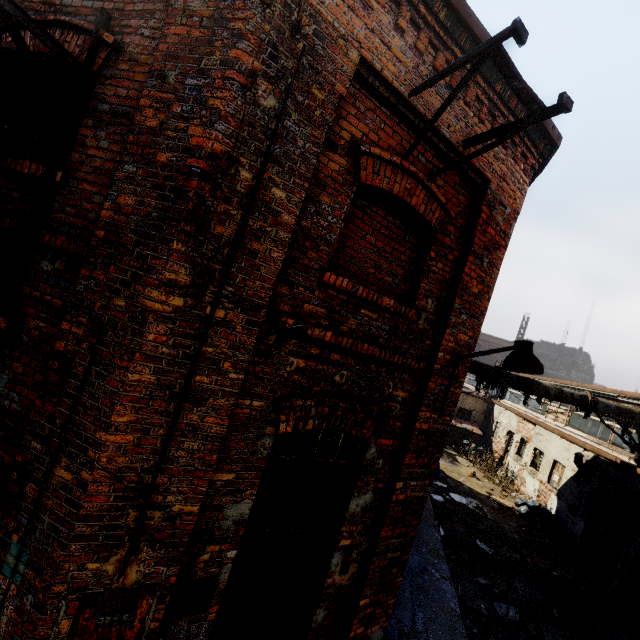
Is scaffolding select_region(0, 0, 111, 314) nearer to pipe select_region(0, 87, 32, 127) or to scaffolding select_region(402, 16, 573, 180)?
pipe select_region(0, 87, 32, 127)

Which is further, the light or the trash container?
the trash container

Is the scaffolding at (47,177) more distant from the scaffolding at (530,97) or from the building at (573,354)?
the building at (573,354)

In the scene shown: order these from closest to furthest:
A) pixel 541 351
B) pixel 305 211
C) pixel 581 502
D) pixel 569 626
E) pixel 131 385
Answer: pixel 131 385
pixel 305 211
pixel 569 626
pixel 581 502
pixel 541 351

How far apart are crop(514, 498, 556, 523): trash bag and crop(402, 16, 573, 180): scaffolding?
15.6 meters

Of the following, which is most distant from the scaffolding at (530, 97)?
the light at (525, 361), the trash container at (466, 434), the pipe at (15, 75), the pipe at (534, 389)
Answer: the trash container at (466, 434)

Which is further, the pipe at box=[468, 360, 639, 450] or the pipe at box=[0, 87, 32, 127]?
the pipe at box=[468, 360, 639, 450]

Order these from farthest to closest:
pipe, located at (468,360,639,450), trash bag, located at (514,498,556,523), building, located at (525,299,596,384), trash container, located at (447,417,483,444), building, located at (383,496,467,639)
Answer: building, located at (525,299,596,384), trash container, located at (447,417,483,444), trash bag, located at (514,498,556,523), pipe, located at (468,360,639,450), building, located at (383,496,467,639)
